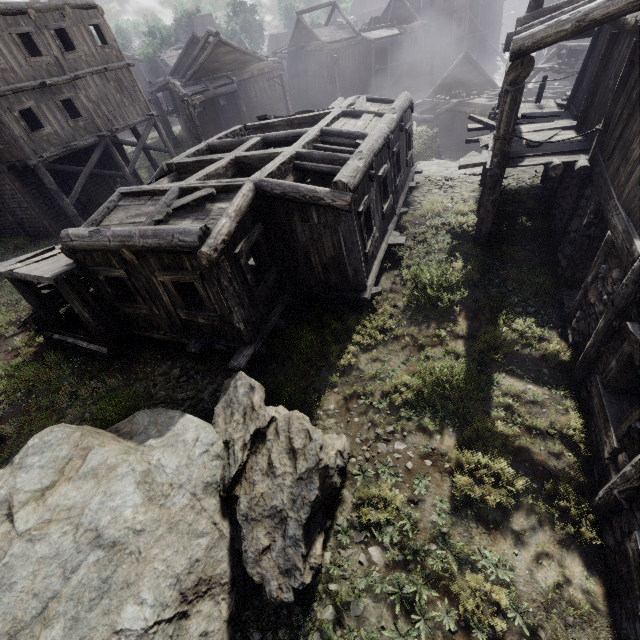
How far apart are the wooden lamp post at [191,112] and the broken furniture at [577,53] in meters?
24.6

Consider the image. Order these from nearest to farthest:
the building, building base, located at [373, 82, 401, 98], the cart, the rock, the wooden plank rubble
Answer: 1. the building
2. the cart
3. the rock
4. building base, located at [373, 82, 401, 98]
5. the wooden plank rubble

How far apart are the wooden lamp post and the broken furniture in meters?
24.6

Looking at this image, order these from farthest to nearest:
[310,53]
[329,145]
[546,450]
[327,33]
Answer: [310,53]
[327,33]
[329,145]
[546,450]

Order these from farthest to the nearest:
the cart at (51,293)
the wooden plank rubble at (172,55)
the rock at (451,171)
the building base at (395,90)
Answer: the wooden plank rubble at (172,55)
the building base at (395,90)
the rock at (451,171)
the cart at (51,293)

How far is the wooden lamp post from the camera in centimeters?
1527cm

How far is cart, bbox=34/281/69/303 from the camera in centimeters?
1105cm

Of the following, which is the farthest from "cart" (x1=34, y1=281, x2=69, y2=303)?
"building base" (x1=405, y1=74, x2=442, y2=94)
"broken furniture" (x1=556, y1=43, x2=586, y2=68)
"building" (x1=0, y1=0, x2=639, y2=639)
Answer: "building base" (x1=405, y1=74, x2=442, y2=94)
